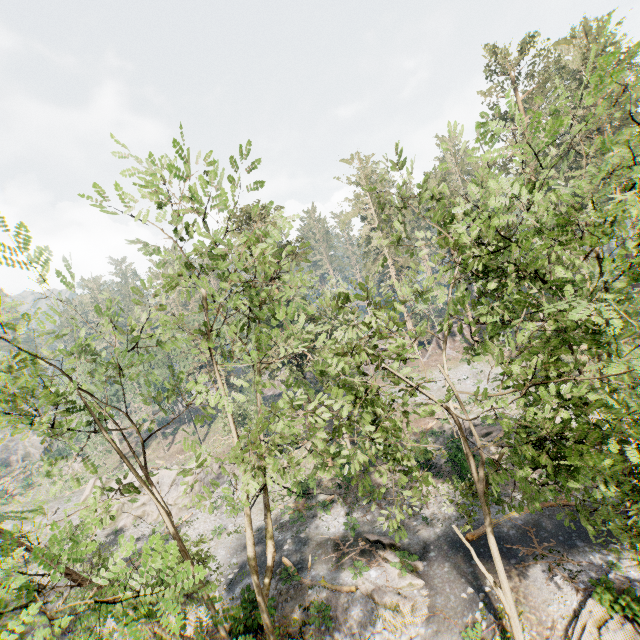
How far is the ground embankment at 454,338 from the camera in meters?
47.7 m

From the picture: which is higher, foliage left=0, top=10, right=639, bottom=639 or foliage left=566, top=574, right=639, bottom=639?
foliage left=0, top=10, right=639, bottom=639

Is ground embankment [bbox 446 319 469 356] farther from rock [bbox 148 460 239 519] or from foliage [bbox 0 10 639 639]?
rock [bbox 148 460 239 519]

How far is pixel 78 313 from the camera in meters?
8.9

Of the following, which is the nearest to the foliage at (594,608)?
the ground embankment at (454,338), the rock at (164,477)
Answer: the ground embankment at (454,338)

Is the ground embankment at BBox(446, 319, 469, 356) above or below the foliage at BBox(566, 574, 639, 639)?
above

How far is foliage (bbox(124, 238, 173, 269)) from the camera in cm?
786

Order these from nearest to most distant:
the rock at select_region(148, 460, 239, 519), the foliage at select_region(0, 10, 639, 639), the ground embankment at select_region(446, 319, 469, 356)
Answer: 1. the foliage at select_region(0, 10, 639, 639)
2. the rock at select_region(148, 460, 239, 519)
3. the ground embankment at select_region(446, 319, 469, 356)
